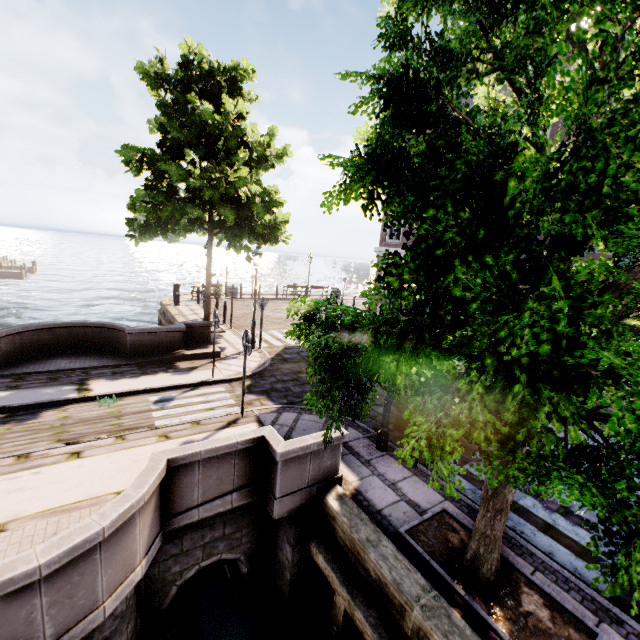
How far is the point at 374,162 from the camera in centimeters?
277cm

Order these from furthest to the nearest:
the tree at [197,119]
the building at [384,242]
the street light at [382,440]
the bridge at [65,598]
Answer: the building at [384,242] → the tree at [197,119] → the street light at [382,440] → the bridge at [65,598]

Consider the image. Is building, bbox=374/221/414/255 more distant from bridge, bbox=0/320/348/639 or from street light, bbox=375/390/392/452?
bridge, bbox=0/320/348/639

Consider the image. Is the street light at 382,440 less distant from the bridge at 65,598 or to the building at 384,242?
the bridge at 65,598

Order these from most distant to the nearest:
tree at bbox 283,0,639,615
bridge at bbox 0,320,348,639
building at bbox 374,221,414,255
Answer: building at bbox 374,221,414,255 → bridge at bbox 0,320,348,639 → tree at bbox 283,0,639,615

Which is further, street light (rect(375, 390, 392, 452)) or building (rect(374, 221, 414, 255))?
building (rect(374, 221, 414, 255))

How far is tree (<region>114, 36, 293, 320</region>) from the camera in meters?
10.5 m

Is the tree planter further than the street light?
No
